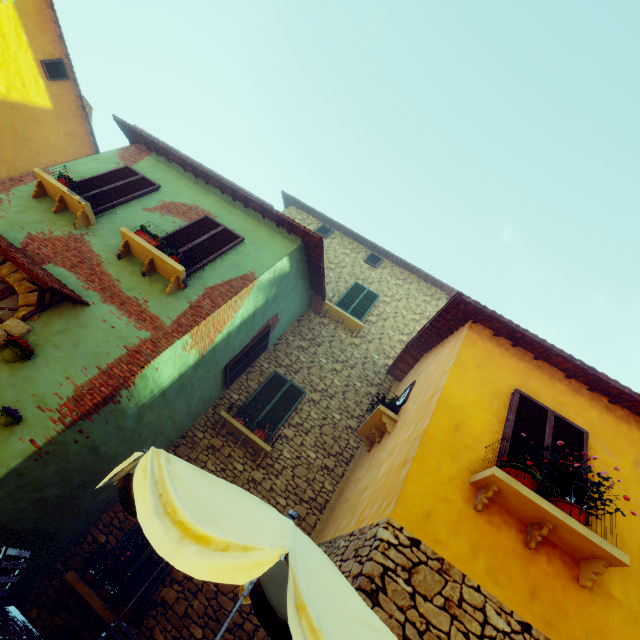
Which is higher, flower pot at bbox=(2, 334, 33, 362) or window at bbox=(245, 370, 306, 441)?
window at bbox=(245, 370, 306, 441)

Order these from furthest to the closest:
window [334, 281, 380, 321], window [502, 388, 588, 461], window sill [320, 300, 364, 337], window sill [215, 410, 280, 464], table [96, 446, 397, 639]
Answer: window [334, 281, 380, 321], window sill [320, 300, 364, 337], window sill [215, 410, 280, 464], window [502, 388, 588, 461], table [96, 446, 397, 639]

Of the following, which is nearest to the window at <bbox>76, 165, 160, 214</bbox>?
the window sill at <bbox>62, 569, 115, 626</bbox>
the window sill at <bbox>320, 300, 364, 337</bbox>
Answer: the window sill at <bbox>320, 300, 364, 337</bbox>

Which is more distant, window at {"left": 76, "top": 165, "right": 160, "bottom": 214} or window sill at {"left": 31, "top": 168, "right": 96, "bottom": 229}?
window at {"left": 76, "top": 165, "right": 160, "bottom": 214}

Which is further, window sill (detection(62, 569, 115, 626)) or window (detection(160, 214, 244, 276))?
window (detection(160, 214, 244, 276))

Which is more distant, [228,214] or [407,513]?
[228,214]

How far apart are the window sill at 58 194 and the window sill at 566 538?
7.78m

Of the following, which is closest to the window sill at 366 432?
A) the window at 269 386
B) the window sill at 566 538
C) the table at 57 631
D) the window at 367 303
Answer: the window at 269 386
